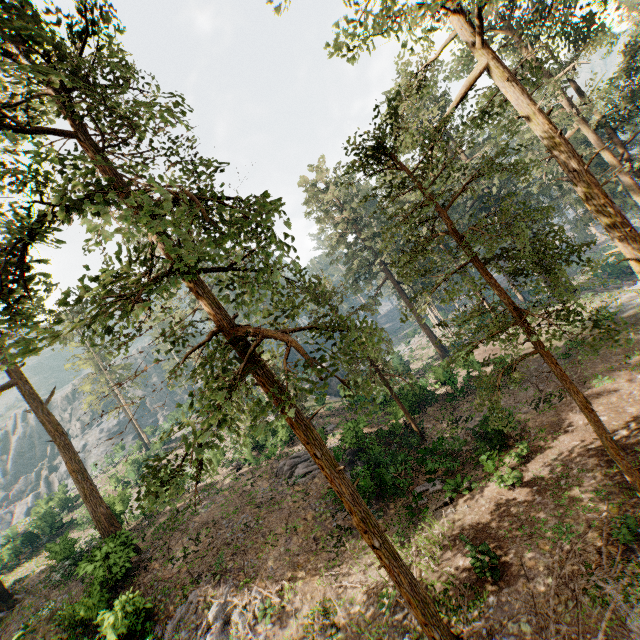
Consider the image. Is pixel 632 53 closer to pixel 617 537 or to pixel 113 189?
pixel 617 537

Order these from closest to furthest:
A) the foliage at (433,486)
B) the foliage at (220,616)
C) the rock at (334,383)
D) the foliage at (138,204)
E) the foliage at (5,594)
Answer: the foliage at (138,204) < the foliage at (220,616) < the foliage at (433,486) < the foliage at (5,594) < the rock at (334,383)

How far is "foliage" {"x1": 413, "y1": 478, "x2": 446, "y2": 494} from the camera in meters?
17.0

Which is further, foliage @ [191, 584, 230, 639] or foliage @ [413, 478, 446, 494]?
foliage @ [413, 478, 446, 494]

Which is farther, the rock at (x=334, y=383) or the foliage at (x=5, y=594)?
the rock at (x=334, y=383)

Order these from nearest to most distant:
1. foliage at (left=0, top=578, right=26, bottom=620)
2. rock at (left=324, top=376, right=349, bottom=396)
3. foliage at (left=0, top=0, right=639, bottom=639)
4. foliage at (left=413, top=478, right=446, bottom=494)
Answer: foliage at (left=0, top=0, right=639, bottom=639) < foliage at (left=413, top=478, right=446, bottom=494) < foliage at (left=0, top=578, right=26, bottom=620) < rock at (left=324, top=376, right=349, bottom=396)
